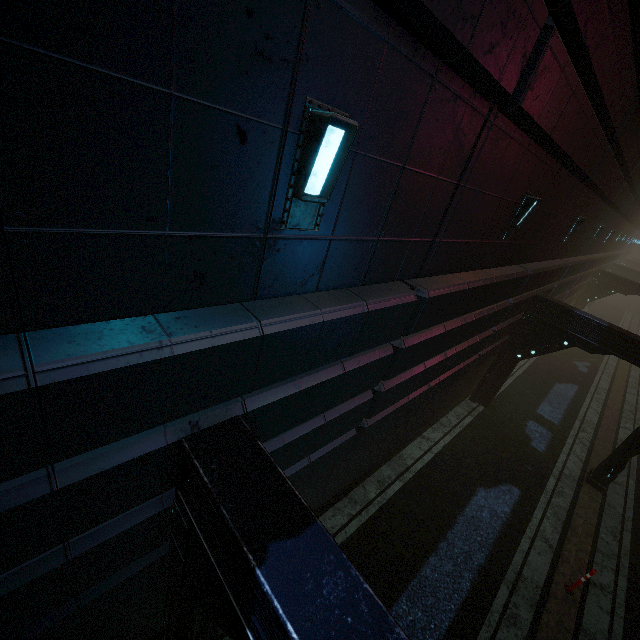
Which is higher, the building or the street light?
the building

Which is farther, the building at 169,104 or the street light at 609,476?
the street light at 609,476

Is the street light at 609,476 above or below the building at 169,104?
below

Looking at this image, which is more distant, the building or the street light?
the street light

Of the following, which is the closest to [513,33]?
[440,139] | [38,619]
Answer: [440,139]
